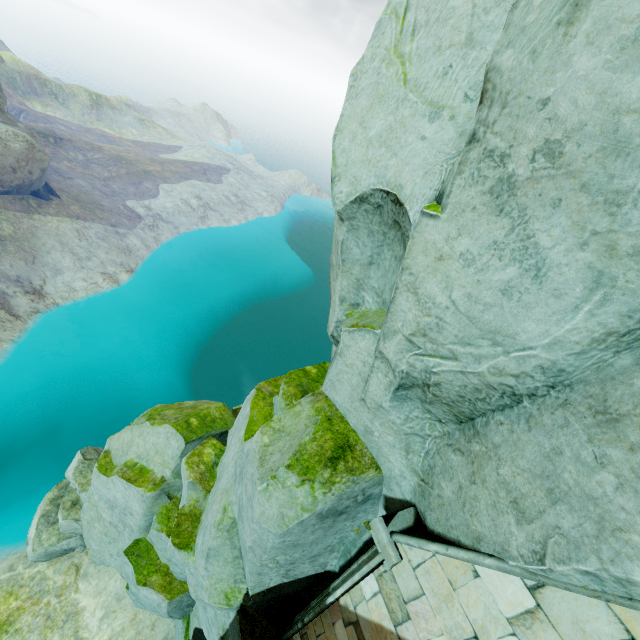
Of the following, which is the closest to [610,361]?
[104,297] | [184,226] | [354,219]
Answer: [354,219]
